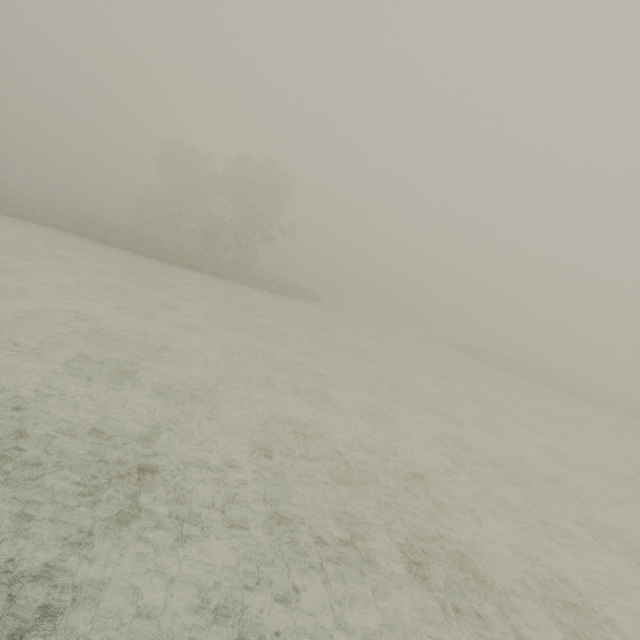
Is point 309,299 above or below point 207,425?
above
